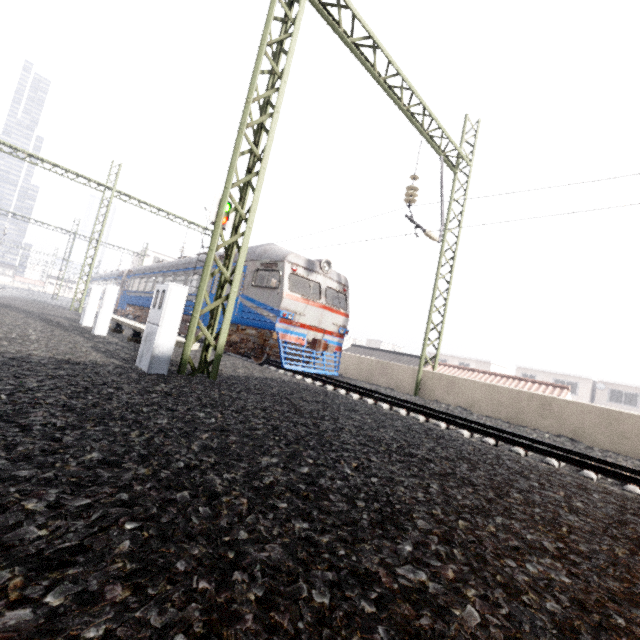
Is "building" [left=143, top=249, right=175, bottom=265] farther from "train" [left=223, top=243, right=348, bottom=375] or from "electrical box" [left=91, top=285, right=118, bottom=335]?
"electrical box" [left=91, top=285, right=118, bottom=335]

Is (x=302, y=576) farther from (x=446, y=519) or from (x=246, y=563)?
(x=446, y=519)

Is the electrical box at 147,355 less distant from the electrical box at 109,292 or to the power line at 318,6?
the power line at 318,6

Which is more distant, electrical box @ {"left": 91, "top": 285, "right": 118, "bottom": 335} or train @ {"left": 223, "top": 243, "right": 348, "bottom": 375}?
train @ {"left": 223, "top": 243, "right": 348, "bottom": 375}

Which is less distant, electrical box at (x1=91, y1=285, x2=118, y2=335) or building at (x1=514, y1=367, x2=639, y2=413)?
electrical box at (x1=91, y1=285, x2=118, y2=335)

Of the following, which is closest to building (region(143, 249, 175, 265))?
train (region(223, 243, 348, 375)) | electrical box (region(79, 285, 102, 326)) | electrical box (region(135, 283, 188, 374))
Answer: train (region(223, 243, 348, 375))

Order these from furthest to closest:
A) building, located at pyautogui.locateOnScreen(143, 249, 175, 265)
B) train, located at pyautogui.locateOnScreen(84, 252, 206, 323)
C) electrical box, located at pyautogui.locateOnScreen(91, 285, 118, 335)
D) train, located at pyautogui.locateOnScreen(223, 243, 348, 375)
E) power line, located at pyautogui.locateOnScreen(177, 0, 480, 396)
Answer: building, located at pyautogui.locateOnScreen(143, 249, 175, 265), train, located at pyautogui.locateOnScreen(84, 252, 206, 323), train, located at pyautogui.locateOnScreen(223, 243, 348, 375), electrical box, located at pyautogui.locateOnScreen(91, 285, 118, 335), power line, located at pyautogui.locateOnScreen(177, 0, 480, 396)

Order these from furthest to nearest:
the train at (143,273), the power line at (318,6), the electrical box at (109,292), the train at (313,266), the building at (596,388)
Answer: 1. the building at (596,388)
2. the train at (143,273)
3. the train at (313,266)
4. the electrical box at (109,292)
5. the power line at (318,6)
